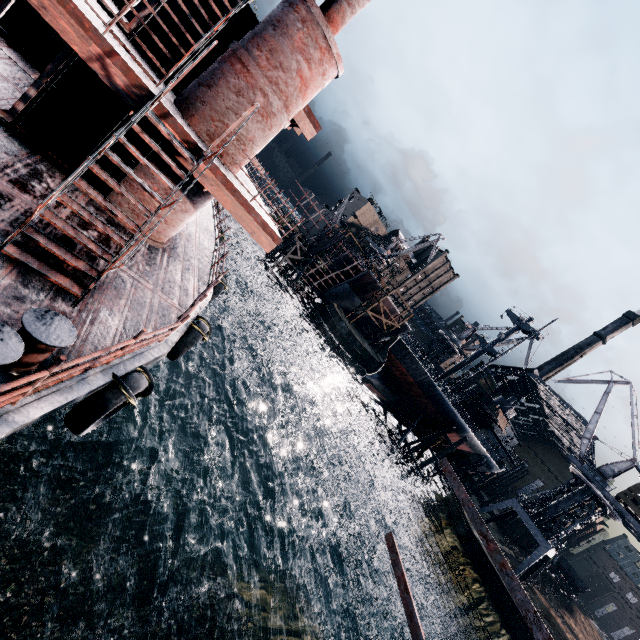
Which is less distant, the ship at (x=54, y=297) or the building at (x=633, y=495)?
the ship at (x=54, y=297)

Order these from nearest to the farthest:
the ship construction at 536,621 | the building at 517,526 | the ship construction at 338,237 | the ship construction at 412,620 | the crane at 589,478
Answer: the ship construction at 536,621
the ship construction at 412,620
the crane at 589,478
the building at 517,526
the ship construction at 338,237

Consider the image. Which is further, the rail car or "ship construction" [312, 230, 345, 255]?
"ship construction" [312, 230, 345, 255]

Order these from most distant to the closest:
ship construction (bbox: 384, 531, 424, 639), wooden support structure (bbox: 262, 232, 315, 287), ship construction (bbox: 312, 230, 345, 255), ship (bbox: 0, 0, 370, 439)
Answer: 1. ship construction (bbox: 312, 230, 345, 255)
2. wooden support structure (bbox: 262, 232, 315, 287)
3. ship (bbox: 0, 0, 370, 439)
4. ship construction (bbox: 384, 531, 424, 639)

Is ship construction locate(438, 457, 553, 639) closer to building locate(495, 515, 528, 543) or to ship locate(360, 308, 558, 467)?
ship locate(360, 308, 558, 467)

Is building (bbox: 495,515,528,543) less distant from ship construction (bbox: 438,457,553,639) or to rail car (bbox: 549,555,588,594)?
rail car (bbox: 549,555,588,594)

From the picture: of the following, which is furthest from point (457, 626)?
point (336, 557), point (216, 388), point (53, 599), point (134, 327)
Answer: point (134, 327)

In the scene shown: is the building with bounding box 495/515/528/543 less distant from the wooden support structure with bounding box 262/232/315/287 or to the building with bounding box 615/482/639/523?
the building with bounding box 615/482/639/523
